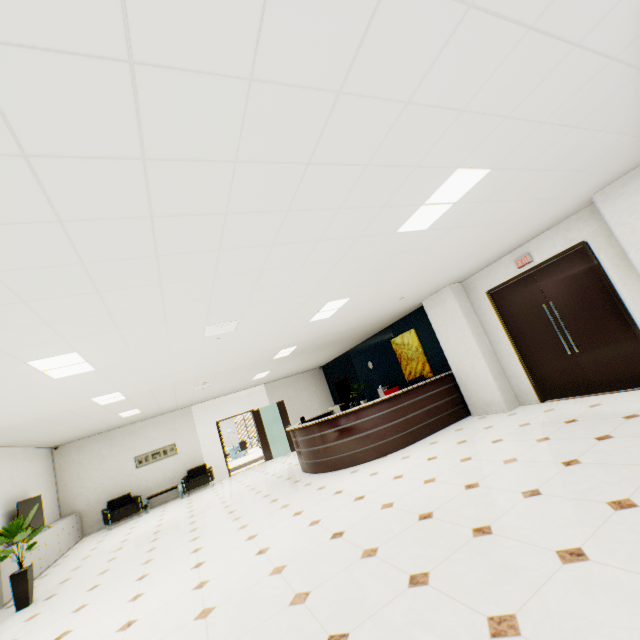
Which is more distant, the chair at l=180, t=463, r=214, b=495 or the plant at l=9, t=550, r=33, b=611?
the chair at l=180, t=463, r=214, b=495

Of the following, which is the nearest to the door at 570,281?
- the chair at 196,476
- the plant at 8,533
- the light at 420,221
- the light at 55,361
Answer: the light at 420,221

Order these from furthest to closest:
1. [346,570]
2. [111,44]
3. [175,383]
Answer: [175,383], [346,570], [111,44]

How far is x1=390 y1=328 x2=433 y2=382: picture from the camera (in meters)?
9.16

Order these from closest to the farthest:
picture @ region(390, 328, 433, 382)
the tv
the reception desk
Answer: the reception desk, the tv, picture @ region(390, 328, 433, 382)

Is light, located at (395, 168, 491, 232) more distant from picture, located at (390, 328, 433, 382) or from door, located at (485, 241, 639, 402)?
picture, located at (390, 328, 433, 382)

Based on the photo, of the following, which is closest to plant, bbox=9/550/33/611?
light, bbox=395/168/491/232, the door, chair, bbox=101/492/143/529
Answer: chair, bbox=101/492/143/529

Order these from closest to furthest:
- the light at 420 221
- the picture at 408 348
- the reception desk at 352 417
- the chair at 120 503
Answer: the light at 420 221, the reception desk at 352 417, the picture at 408 348, the chair at 120 503
